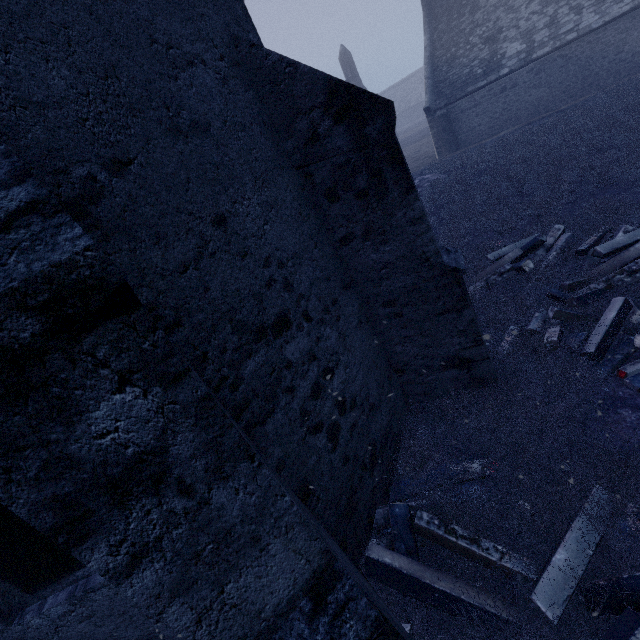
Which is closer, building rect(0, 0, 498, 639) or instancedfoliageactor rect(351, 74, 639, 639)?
building rect(0, 0, 498, 639)

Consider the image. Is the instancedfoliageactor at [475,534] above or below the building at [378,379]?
below

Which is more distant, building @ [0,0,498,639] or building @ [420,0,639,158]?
building @ [420,0,639,158]

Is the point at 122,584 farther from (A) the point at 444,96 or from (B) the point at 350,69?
(B) the point at 350,69

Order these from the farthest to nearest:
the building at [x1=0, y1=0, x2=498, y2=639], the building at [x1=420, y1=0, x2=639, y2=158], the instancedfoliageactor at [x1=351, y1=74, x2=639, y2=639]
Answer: the building at [x1=420, y1=0, x2=639, y2=158] → the instancedfoliageactor at [x1=351, y1=74, x2=639, y2=639] → the building at [x1=0, y1=0, x2=498, y2=639]

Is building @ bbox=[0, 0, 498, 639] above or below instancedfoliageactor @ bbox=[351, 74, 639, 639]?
above

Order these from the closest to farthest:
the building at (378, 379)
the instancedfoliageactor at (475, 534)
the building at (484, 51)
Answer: the building at (378, 379) → the instancedfoliageactor at (475, 534) → the building at (484, 51)
